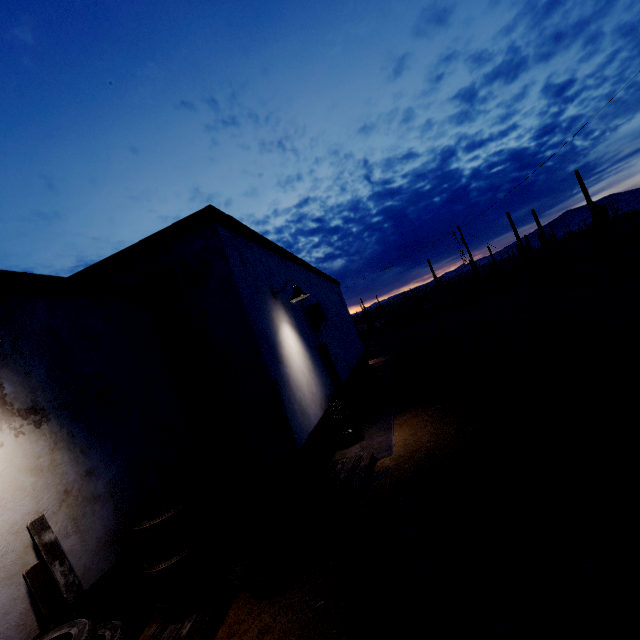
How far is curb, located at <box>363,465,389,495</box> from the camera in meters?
4.8 m

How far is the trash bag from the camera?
6.8m

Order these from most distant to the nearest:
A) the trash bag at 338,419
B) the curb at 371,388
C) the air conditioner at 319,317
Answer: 1. the air conditioner at 319,317
2. the trash bag at 338,419
3. the curb at 371,388

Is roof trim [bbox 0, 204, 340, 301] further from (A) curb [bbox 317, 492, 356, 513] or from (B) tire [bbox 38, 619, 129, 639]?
(A) curb [bbox 317, 492, 356, 513]

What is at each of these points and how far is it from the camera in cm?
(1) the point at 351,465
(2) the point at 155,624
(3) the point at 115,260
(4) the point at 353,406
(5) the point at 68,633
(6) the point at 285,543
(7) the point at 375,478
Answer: (1) pallet, 548
(2) pallet, 338
(3) roof trim, 569
(4) trash can, 779
(5) tire, 242
(6) tire, 383
(7) curb, 501

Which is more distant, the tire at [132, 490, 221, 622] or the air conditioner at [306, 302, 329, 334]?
the air conditioner at [306, 302, 329, 334]

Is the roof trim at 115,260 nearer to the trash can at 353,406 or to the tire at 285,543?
the tire at 285,543

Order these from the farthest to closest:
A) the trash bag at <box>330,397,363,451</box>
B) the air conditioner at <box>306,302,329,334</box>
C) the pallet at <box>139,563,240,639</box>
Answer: the air conditioner at <box>306,302,329,334</box>
the trash bag at <box>330,397,363,451</box>
the pallet at <box>139,563,240,639</box>
